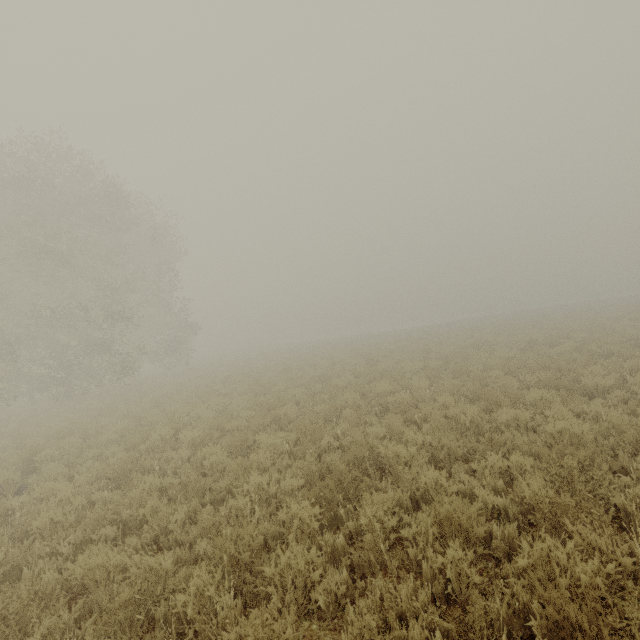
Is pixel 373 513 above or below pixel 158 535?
above
